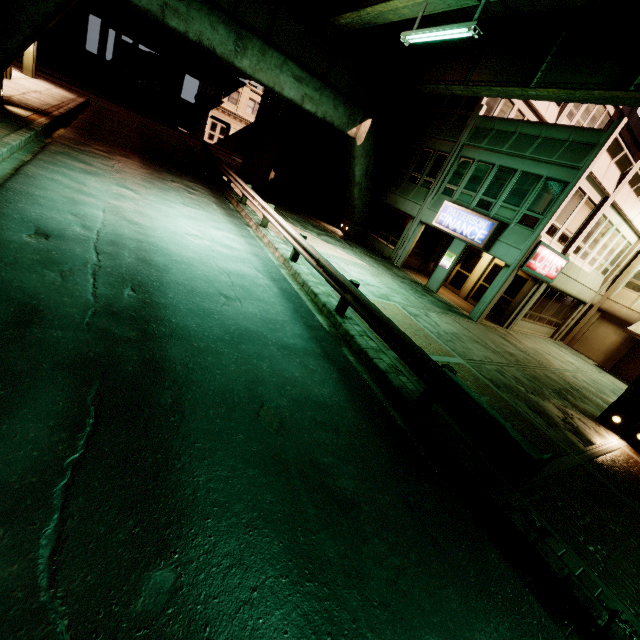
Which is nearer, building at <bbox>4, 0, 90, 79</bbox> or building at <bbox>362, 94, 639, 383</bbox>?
building at <bbox>362, 94, 639, 383</bbox>

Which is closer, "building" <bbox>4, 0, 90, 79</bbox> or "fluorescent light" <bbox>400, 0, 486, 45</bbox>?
"fluorescent light" <bbox>400, 0, 486, 45</bbox>

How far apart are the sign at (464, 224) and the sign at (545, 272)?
1.7 meters

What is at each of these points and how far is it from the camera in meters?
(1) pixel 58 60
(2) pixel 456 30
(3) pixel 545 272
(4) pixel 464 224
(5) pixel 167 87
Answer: (1) building, 37.9 m
(2) fluorescent light, 9.4 m
(3) sign, 15.9 m
(4) sign, 16.5 m
(5) building, 38.1 m

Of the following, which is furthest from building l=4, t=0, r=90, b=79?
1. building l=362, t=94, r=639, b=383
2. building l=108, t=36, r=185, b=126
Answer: building l=362, t=94, r=639, b=383

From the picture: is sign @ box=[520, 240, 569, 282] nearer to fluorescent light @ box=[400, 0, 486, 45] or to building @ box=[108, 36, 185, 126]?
fluorescent light @ box=[400, 0, 486, 45]

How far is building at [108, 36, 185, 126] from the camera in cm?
3525

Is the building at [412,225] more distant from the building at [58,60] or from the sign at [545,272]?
the building at [58,60]
